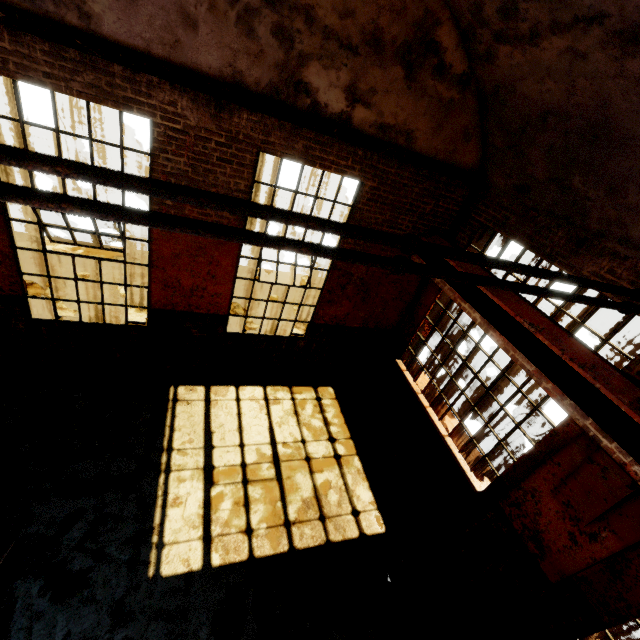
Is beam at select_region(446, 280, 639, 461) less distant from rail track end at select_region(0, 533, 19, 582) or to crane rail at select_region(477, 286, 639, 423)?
crane rail at select_region(477, 286, 639, 423)

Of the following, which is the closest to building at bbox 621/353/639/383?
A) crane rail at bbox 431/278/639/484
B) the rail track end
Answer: crane rail at bbox 431/278/639/484

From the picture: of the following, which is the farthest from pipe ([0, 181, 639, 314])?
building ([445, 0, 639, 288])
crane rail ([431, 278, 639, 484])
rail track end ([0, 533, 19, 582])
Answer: rail track end ([0, 533, 19, 582])

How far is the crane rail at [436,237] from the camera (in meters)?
5.86

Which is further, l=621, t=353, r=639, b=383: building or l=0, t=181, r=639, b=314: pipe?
l=621, t=353, r=639, b=383: building

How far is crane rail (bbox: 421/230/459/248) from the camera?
5.9 meters

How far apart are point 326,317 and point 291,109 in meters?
3.9

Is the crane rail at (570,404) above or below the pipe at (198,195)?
below
